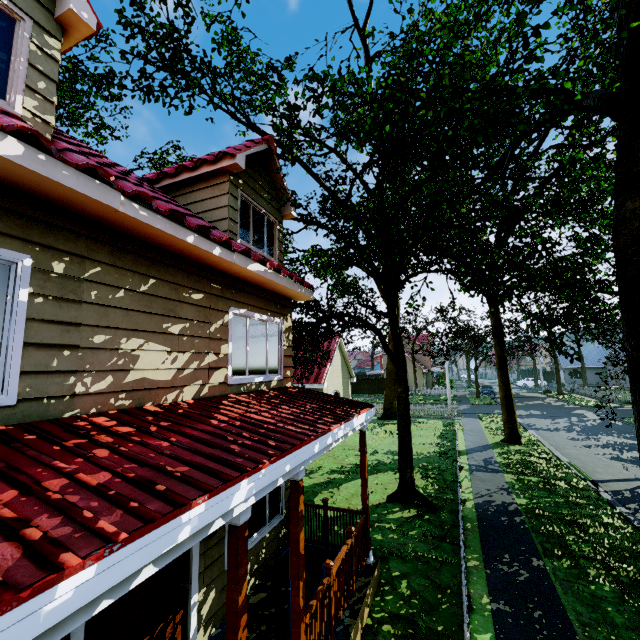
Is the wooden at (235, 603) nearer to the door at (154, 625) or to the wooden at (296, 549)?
the wooden at (296, 549)

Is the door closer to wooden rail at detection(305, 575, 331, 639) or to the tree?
wooden rail at detection(305, 575, 331, 639)

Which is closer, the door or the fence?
the door

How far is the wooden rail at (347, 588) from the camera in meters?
4.9 m

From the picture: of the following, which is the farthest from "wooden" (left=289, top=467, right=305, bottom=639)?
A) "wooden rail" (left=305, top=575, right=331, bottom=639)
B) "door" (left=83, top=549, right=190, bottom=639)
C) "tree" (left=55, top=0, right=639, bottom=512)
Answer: "tree" (left=55, top=0, right=639, bottom=512)

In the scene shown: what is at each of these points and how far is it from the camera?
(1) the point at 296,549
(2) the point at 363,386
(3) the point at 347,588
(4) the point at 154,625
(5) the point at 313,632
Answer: (1) wooden, 3.8 meters
(2) fence, 48.6 meters
(3) wooden rail, 5.4 meters
(4) door, 4.1 meters
(5) wooden rail, 4.1 meters

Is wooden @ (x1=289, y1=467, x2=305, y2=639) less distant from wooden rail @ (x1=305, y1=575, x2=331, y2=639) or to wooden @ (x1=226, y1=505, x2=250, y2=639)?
wooden rail @ (x1=305, y1=575, x2=331, y2=639)

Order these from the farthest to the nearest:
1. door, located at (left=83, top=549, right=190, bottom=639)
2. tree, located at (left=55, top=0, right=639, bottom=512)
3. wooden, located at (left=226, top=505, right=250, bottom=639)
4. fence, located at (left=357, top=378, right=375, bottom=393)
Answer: fence, located at (left=357, top=378, right=375, bottom=393), tree, located at (left=55, top=0, right=639, bottom=512), door, located at (left=83, top=549, right=190, bottom=639), wooden, located at (left=226, top=505, right=250, bottom=639)
